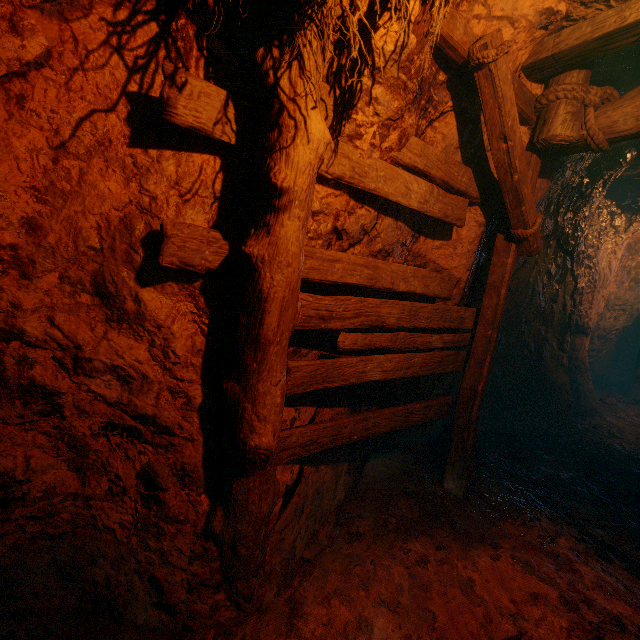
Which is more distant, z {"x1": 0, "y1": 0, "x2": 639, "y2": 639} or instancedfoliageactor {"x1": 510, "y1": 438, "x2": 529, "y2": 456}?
instancedfoliageactor {"x1": 510, "y1": 438, "x2": 529, "y2": 456}

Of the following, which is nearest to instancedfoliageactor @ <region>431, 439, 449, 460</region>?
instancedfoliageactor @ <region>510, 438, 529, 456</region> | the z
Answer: the z

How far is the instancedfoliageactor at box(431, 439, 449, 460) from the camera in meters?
4.3 m

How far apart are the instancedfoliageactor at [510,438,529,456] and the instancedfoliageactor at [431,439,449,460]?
0.8 meters

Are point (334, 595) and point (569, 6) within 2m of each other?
no

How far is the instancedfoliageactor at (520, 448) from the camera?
4.7m

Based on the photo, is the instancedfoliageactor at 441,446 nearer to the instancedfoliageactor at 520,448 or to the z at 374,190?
the z at 374,190

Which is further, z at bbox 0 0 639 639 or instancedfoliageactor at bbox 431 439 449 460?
instancedfoliageactor at bbox 431 439 449 460
